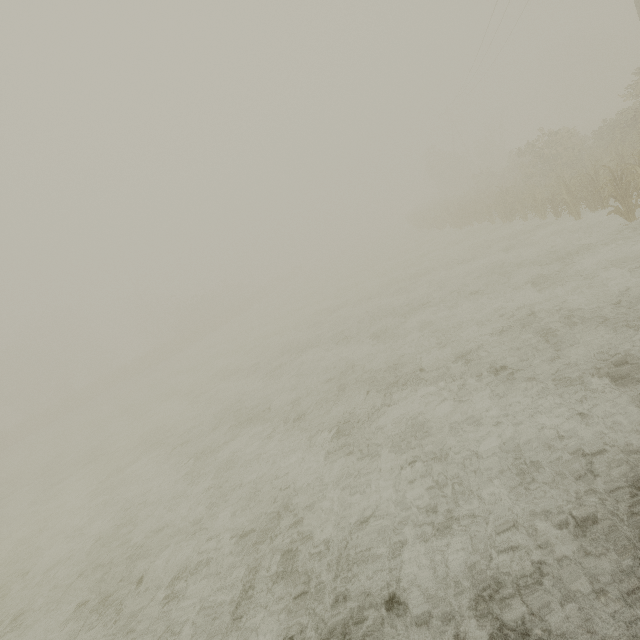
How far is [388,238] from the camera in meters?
46.6 m
